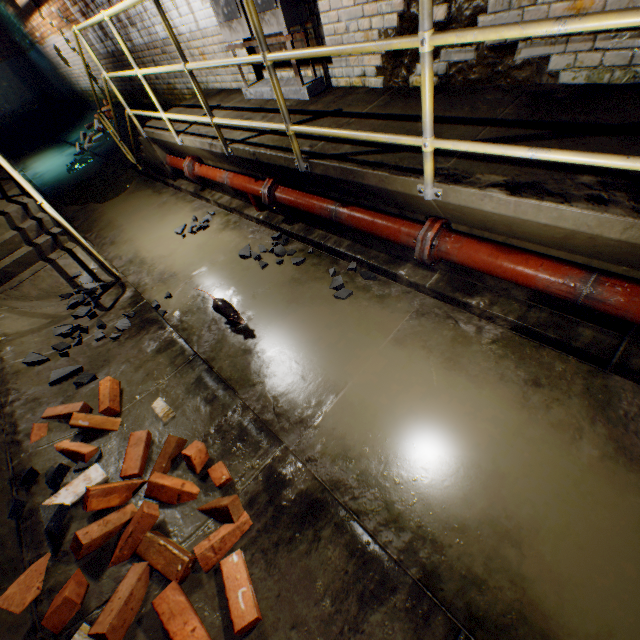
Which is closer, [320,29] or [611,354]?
[611,354]

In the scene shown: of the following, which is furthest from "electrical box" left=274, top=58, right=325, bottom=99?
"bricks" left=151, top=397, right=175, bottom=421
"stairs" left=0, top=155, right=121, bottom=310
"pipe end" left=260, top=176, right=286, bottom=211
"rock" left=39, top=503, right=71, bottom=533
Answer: "rock" left=39, top=503, right=71, bottom=533

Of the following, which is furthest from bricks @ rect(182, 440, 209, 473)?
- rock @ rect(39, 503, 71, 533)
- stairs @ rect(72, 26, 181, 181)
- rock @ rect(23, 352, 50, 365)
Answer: stairs @ rect(72, 26, 181, 181)

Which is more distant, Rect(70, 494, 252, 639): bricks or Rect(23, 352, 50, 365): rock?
Rect(23, 352, 50, 365): rock

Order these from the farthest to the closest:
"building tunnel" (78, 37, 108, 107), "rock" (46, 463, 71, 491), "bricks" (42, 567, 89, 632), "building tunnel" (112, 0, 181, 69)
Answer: "building tunnel" (78, 37, 108, 107) < "building tunnel" (112, 0, 181, 69) < "rock" (46, 463, 71, 491) < "bricks" (42, 567, 89, 632)

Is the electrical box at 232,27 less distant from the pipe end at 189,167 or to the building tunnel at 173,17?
the building tunnel at 173,17

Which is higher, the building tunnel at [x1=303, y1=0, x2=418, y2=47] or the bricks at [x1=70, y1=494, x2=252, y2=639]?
the building tunnel at [x1=303, y1=0, x2=418, y2=47]

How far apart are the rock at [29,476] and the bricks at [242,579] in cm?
2
